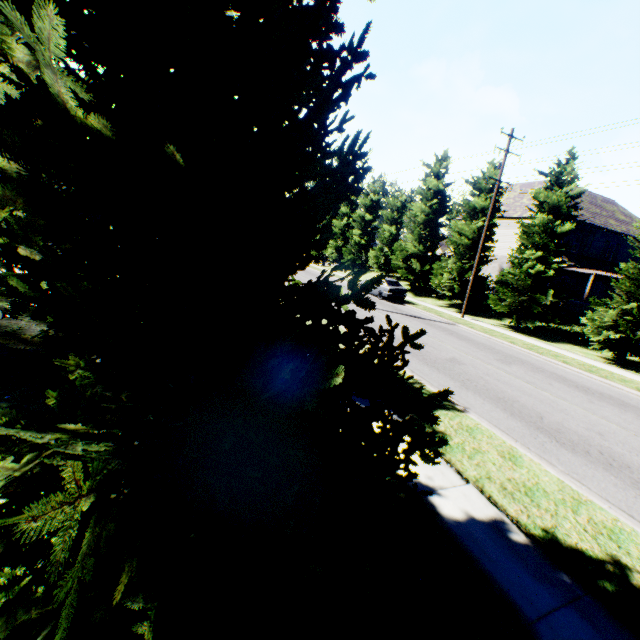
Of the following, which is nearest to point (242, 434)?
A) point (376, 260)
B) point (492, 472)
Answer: point (492, 472)

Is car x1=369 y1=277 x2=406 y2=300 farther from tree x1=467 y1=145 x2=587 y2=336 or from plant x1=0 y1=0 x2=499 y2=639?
plant x1=0 y1=0 x2=499 y2=639

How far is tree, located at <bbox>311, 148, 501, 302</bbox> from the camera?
23.9m

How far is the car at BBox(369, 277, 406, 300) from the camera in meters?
24.3

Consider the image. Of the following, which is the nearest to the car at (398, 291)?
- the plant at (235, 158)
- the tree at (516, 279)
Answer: the tree at (516, 279)

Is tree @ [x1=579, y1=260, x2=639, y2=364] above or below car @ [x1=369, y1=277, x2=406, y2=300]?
above

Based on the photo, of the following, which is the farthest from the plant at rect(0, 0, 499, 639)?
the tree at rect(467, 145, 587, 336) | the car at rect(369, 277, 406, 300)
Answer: the car at rect(369, 277, 406, 300)
